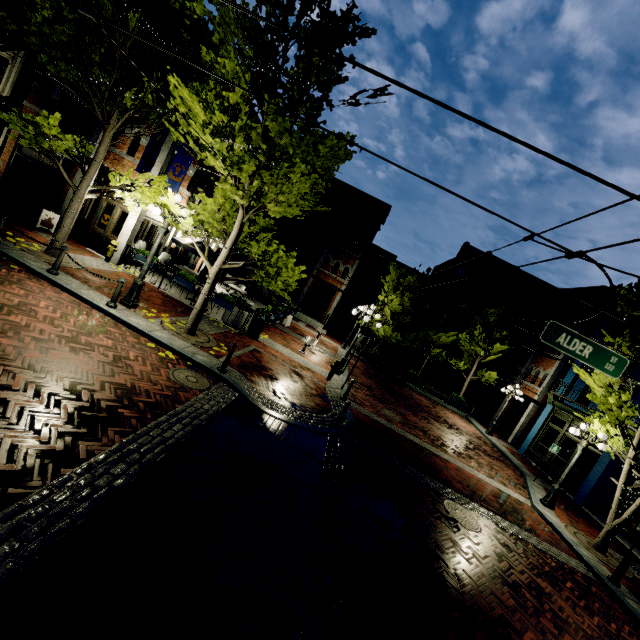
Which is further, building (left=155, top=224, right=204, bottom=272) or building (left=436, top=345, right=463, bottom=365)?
building (left=436, top=345, right=463, bottom=365)

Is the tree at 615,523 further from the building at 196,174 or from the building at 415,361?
the building at 415,361

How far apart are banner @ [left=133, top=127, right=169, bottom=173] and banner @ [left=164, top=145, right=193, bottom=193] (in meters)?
0.52

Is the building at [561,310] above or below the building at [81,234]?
A: above

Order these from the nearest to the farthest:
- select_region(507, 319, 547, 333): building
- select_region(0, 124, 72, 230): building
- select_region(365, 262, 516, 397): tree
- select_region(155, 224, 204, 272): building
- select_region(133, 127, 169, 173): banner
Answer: select_region(133, 127, 169, 173): banner
select_region(0, 124, 72, 230): building
select_region(155, 224, 204, 272): building
select_region(365, 262, 516, 397): tree
select_region(507, 319, 547, 333): building

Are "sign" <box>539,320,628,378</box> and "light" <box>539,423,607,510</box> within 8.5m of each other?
yes

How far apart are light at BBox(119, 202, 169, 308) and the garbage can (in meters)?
4.32

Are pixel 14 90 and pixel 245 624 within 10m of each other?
no
